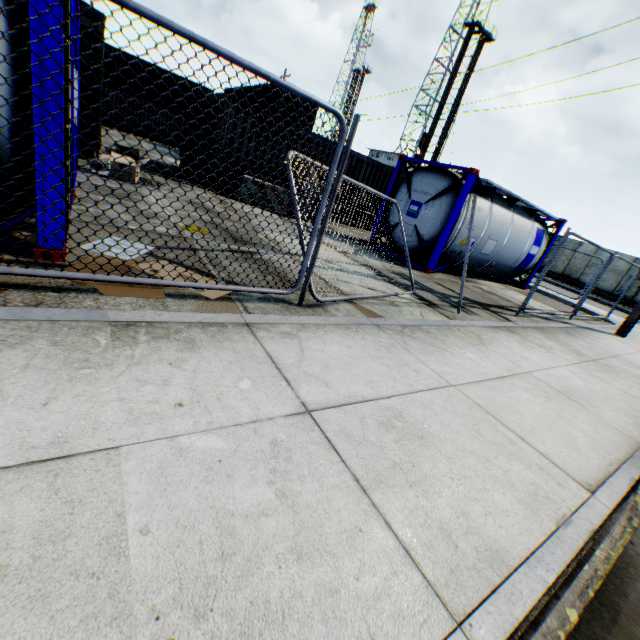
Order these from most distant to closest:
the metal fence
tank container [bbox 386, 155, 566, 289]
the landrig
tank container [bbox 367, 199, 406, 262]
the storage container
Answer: the landrig
the storage container
tank container [bbox 367, 199, 406, 262]
tank container [bbox 386, 155, 566, 289]
the metal fence

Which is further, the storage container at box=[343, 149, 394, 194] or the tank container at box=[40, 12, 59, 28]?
the storage container at box=[343, 149, 394, 194]

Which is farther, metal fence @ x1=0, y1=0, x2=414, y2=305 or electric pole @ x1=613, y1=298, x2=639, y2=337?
electric pole @ x1=613, y1=298, x2=639, y2=337

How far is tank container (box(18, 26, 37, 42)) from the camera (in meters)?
2.46

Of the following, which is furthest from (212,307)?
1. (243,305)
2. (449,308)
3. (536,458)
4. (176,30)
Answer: (449,308)

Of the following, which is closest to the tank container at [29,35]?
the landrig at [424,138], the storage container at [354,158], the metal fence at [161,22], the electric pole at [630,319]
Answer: the metal fence at [161,22]

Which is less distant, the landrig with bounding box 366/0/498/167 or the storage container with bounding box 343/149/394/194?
the storage container with bounding box 343/149/394/194

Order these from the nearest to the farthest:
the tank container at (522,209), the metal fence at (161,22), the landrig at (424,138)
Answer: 1. the metal fence at (161,22)
2. the tank container at (522,209)
3. the landrig at (424,138)
